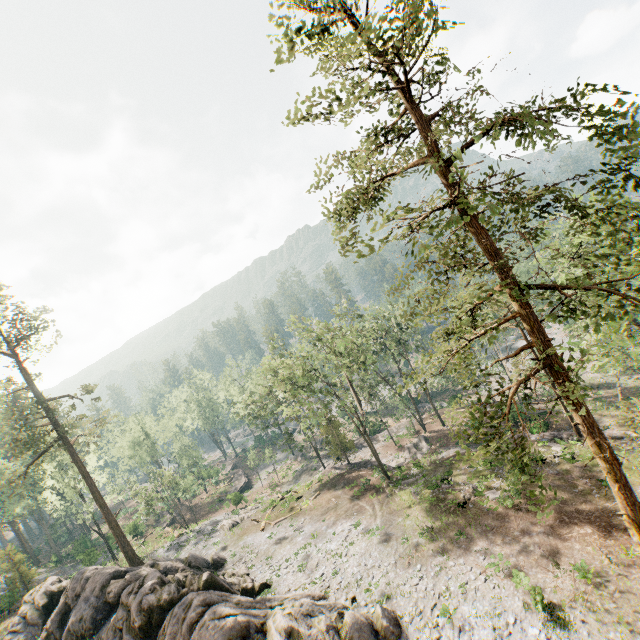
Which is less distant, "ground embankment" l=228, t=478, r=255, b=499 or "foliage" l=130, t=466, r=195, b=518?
"foliage" l=130, t=466, r=195, b=518

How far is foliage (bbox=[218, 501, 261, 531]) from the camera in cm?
3784

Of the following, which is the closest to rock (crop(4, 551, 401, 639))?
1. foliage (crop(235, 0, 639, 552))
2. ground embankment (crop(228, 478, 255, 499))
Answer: foliage (crop(235, 0, 639, 552))

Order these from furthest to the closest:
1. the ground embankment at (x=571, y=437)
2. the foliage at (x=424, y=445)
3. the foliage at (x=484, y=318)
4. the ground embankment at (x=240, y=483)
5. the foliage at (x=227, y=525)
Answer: the ground embankment at (x=240, y=483) < the foliage at (x=424, y=445) < the foliage at (x=227, y=525) < the ground embankment at (x=571, y=437) < the foliage at (x=484, y=318)

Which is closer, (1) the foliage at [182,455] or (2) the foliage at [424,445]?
(2) the foliage at [424,445]

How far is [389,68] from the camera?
12.4 meters

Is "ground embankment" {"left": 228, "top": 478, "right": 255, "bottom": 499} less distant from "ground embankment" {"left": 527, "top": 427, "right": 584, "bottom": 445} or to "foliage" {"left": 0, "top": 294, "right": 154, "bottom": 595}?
"foliage" {"left": 0, "top": 294, "right": 154, "bottom": 595}
